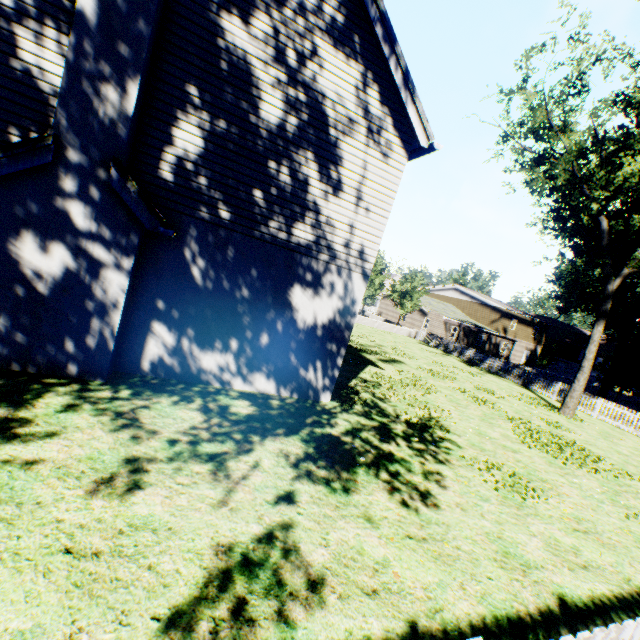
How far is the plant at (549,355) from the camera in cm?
5042

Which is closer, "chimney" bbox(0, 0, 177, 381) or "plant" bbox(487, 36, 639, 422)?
"chimney" bbox(0, 0, 177, 381)

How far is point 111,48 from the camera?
5.11m

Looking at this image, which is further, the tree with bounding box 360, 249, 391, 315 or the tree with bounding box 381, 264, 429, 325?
the tree with bounding box 381, 264, 429, 325

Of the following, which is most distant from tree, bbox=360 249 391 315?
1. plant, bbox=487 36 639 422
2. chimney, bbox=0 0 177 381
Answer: chimney, bbox=0 0 177 381

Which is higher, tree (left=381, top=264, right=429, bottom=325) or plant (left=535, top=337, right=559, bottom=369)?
tree (left=381, top=264, right=429, bottom=325)

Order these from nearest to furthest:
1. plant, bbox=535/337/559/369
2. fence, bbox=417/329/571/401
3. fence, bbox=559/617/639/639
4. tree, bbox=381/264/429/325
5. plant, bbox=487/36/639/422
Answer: fence, bbox=559/617/639/639
plant, bbox=487/36/639/422
fence, bbox=417/329/571/401
tree, bbox=381/264/429/325
plant, bbox=535/337/559/369

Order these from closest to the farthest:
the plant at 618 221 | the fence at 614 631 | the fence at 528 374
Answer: the fence at 614 631
the plant at 618 221
the fence at 528 374
